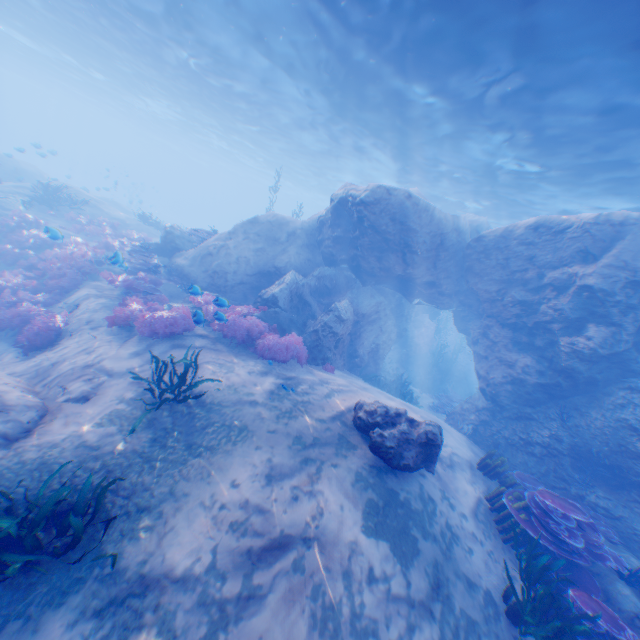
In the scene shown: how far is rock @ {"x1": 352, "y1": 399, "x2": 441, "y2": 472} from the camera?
6.4 meters

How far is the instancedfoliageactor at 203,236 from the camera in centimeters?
1594cm

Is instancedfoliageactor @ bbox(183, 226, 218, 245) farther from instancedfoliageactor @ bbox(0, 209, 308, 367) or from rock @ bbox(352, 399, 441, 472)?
instancedfoliageactor @ bbox(0, 209, 308, 367)

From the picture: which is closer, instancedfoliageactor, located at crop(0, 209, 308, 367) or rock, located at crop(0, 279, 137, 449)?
rock, located at crop(0, 279, 137, 449)

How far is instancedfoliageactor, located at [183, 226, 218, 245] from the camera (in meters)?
15.94

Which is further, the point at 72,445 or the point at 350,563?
the point at 72,445

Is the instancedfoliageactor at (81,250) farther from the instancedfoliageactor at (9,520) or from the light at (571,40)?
the light at (571,40)

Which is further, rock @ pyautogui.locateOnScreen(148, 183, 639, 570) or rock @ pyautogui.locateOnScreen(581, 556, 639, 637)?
rock @ pyautogui.locateOnScreen(148, 183, 639, 570)
